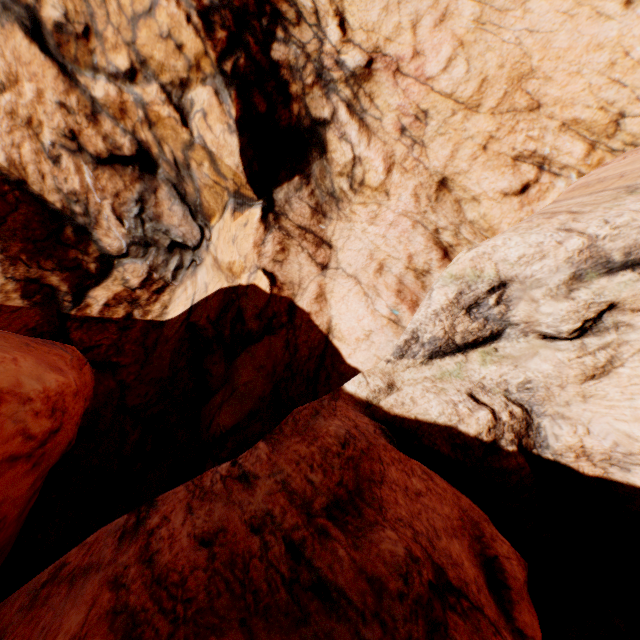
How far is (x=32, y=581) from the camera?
4.6 meters
